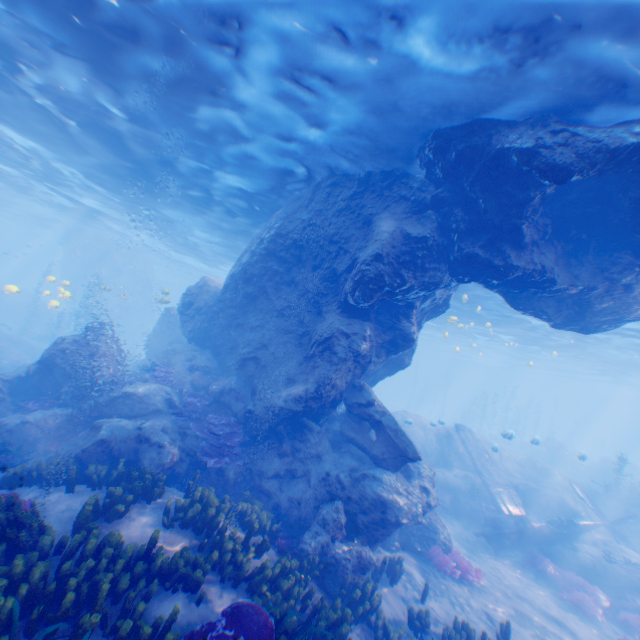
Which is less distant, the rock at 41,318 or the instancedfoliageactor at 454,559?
the instancedfoliageactor at 454,559

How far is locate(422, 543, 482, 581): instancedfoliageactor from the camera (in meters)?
11.10

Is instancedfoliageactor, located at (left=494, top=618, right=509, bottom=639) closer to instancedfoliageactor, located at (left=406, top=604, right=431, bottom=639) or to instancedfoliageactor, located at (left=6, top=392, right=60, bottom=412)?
instancedfoliageactor, located at (left=406, top=604, right=431, bottom=639)

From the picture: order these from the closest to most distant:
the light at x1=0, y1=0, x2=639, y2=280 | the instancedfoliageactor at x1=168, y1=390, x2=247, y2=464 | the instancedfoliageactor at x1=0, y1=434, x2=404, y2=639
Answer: the instancedfoliageactor at x1=0, y1=434, x2=404, y2=639 < the light at x1=0, y1=0, x2=639, y2=280 < the instancedfoliageactor at x1=168, y1=390, x2=247, y2=464

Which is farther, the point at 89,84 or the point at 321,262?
the point at 321,262

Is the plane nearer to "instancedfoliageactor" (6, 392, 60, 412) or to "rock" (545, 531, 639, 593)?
"rock" (545, 531, 639, 593)

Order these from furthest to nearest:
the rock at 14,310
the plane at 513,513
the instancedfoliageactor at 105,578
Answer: the rock at 14,310 → the plane at 513,513 → the instancedfoliageactor at 105,578

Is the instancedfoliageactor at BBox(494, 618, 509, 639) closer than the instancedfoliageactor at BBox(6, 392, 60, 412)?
Yes
